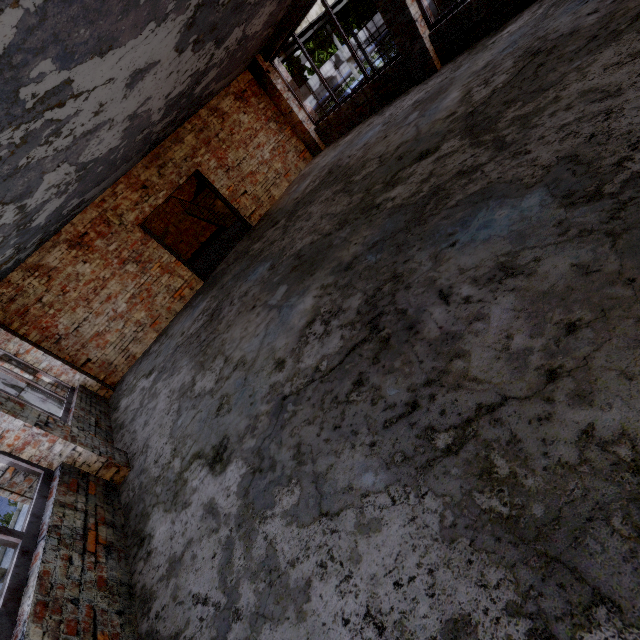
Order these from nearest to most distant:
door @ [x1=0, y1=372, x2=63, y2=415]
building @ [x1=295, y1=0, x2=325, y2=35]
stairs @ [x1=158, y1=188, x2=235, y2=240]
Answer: door @ [x1=0, y1=372, x2=63, y2=415] < building @ [x1=295, y1=0, x2=325, y2=35] < stairs @ [x1=158, y1=188, x2=235, y2=240]

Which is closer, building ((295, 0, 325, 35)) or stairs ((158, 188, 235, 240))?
building ((295, 0, 325, 35))

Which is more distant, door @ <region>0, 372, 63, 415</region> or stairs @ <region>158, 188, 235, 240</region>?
stairs @ <region>158, 188, 235, 240</region>

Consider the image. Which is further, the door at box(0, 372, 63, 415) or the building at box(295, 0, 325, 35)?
the building at box(295, 0, 325, 35)

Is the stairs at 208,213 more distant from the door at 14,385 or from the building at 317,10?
the door at 14,385

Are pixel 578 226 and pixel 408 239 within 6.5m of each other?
yes

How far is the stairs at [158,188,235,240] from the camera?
14.9m

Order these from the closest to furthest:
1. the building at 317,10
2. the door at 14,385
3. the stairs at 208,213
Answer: the door at 14,385 → the building at 317,10 → the stairs at 208,213
